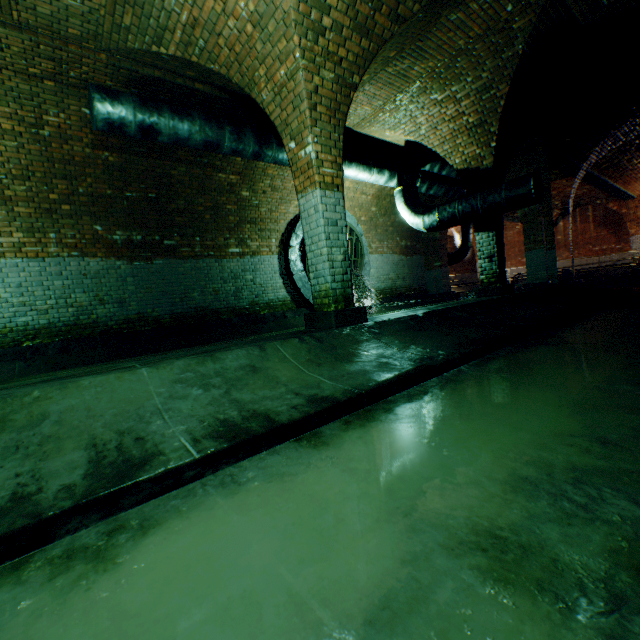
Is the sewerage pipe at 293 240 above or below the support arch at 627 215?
below

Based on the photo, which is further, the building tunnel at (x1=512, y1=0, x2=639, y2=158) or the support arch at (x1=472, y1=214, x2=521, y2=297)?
the support arch at (x1=472, y1=214, x2=521, y2=297)

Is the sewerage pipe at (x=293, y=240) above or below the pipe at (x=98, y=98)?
below

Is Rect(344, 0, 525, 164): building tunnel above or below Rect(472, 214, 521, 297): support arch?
above

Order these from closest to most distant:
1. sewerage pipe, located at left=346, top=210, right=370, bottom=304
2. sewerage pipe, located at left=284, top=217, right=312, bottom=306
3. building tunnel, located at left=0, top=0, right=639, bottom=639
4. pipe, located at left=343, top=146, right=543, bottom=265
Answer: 1. building tunnel, located at left=0, top=0, right=639, bottom=639
2. pipe, located at left=343, top=146, right=543, bottom=265
3. sewerage pipe, located at left=284, top=217, right=312, bottom=306
4. sewerage pipe, located at left=346, top=210, right=370, bottom=304

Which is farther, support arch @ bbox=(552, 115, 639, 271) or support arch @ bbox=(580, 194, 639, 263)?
support arch @ bbox=(580, 194, 639, 263)

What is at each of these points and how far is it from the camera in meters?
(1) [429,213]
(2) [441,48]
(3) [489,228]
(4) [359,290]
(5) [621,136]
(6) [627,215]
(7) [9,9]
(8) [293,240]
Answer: (1) pipe, 7.8 m
(2) building tunnel, 5.4 m
(3) support arch, 7.3 m
(4) sewerage pipe, 11.1 m
(5) support arch, 9.9 m
(6) support arch, 19.3 m
(7) support arch, 3.9 m
(8) sewerage pipe, 9.5 m

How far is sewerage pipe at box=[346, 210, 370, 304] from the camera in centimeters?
1083cm
